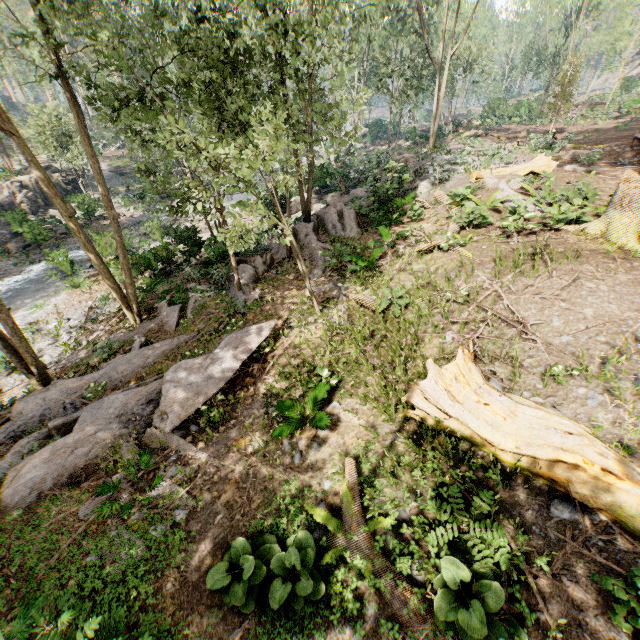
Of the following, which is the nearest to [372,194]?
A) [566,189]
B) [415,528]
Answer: [566,189]

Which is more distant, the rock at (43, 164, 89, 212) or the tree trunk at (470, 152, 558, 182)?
the rock at (43, 164, 89, 212)

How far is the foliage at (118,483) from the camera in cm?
590

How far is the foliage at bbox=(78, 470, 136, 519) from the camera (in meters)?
5.90

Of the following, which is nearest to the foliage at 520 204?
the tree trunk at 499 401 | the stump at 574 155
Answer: the stump at 574 155

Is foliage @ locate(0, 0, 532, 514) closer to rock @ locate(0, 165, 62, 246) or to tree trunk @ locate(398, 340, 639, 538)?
rock @ locate(0, 165, 62, 246)

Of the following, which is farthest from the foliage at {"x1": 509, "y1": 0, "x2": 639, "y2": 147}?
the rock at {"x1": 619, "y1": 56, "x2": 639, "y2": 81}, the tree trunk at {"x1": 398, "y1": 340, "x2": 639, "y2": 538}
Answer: the tree trunk at {"x1": 398, "y1": 340, "x2": 639, "y2": 538}
